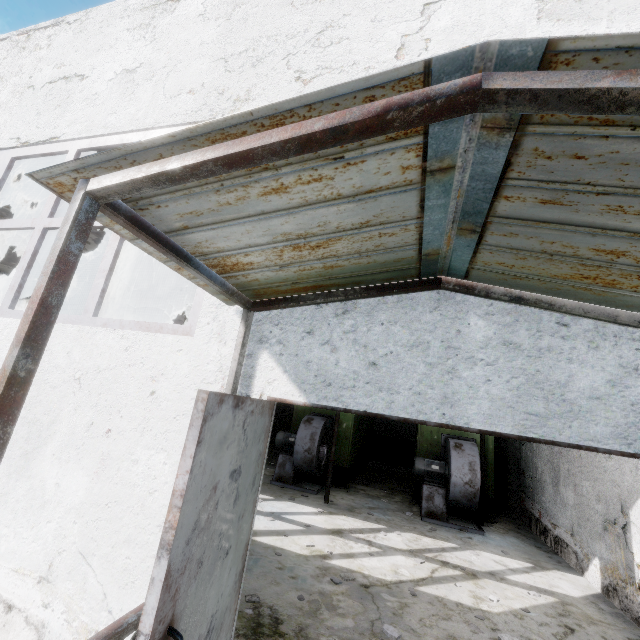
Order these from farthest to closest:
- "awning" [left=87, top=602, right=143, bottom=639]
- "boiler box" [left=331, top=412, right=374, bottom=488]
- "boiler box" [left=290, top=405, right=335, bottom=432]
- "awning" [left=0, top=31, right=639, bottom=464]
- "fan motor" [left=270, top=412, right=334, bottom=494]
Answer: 1. "boiler box" [left=290, top=405, right=335, bottom=432]
2. "boiler box" [left=331, top=412, right=374, bottom=488]
3. "fan motor" [left=270, top=412, right=334, bottom=494]
4. "awning" [left=87, top=602, right=143, bottom=639]
5. "awning" [left=0, top=31, right=639, bottom=464]

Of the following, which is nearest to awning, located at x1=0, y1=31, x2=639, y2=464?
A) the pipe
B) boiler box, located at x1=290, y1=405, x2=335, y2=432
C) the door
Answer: the door

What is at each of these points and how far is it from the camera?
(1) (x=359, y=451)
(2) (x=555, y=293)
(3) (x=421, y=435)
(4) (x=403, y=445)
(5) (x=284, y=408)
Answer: (1) boiler box, 11.55m
(2) awning, 1.98m
(3) boiler box, 9.40m
(4) pipe, 17.19m
(5) boiler tank, 17.25m

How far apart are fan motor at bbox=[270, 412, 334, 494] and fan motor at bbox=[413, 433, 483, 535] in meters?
2.4 m

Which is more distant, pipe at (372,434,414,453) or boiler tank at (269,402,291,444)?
pipe at (372,434,414,453)

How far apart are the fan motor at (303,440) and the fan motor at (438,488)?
2.4m

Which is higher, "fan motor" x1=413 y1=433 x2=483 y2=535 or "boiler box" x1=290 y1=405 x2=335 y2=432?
"boiler box" x1=290 y1=405 x2=335 y2=432

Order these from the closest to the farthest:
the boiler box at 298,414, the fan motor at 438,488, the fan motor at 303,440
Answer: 1. the fan motor at 438,488
2. the fan motor at 303,440
3. the boiler box at 298,414
